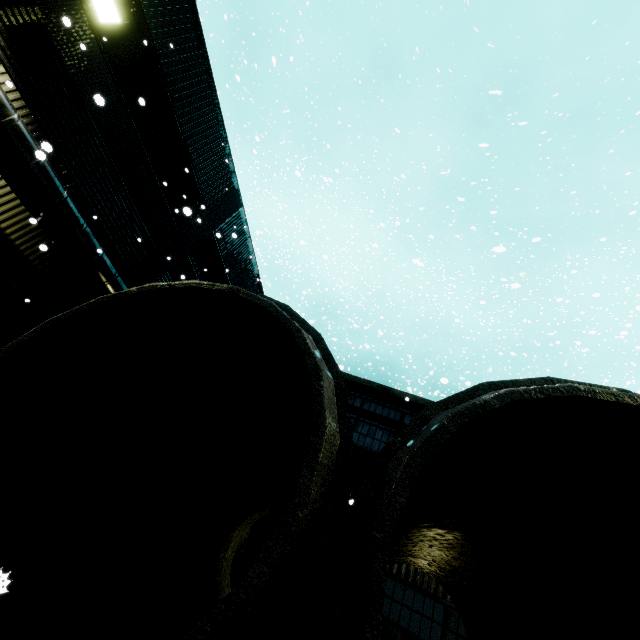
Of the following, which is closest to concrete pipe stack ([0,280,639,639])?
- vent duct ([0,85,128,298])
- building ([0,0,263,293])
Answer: building ([0,0,263,293])

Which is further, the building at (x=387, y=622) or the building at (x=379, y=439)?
the building at (x=379, y=439)

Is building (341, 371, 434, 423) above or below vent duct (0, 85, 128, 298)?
above

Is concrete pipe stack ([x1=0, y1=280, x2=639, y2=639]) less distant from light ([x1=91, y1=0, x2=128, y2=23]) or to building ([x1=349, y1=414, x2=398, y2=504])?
building ([x1=349, y1=414, x2=398, y2=504])

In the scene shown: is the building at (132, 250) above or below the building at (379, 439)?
above

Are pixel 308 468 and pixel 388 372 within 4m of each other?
no

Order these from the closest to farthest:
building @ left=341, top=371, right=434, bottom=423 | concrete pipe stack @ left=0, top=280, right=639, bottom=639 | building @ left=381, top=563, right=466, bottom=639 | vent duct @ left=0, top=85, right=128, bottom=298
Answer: concrete pipe stack @ left=0, top=280, right=639, bottom=639 → building @ left=381, top=563, right=466, bottom=639 → vent duct @ left=0, top=85, right=128, bottom=298 → building @ left=341, top=371, right=434, bottom=423

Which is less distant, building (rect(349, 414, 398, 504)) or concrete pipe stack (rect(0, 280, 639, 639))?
concrete pipe stack (rect(0, 280, 639, 639))
